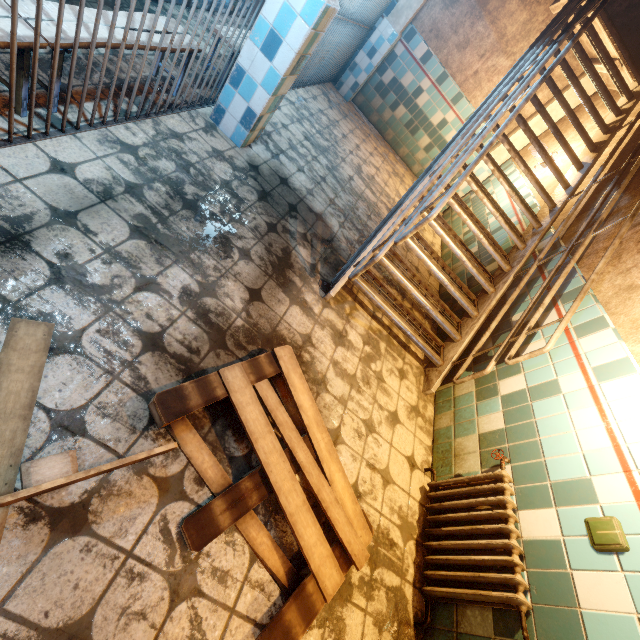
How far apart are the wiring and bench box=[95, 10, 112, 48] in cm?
356

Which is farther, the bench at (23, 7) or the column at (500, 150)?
the column at (500, 150)

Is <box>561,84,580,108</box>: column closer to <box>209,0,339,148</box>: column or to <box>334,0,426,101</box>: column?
<box>334,0,426,101</box>: column

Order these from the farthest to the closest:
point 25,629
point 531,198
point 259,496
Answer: point 531,198, point 259,496, point 25,629

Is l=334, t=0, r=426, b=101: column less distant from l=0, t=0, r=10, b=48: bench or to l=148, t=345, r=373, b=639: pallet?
l=0, t=0, r=10, b=48: bench

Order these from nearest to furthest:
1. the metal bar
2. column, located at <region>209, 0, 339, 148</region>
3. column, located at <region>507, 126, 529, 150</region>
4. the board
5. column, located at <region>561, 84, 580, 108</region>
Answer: the board → column, located at <region>209, 0, 339, 148</region> → the metal bar → column, located at <region>561, 84, 580, 108</region> → column, located at <region>507, 126, 529, 150</region>

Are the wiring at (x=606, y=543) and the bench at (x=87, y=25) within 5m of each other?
yes

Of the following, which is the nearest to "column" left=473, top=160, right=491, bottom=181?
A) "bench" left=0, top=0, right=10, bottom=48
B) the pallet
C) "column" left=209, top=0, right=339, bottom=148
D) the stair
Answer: the stair
